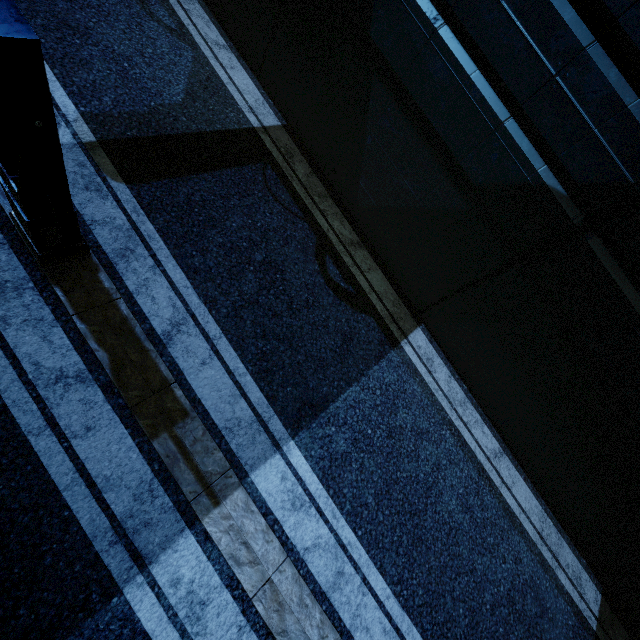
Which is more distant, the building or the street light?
the building

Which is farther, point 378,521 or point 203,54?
point 203,54

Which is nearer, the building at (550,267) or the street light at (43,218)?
the street light at (43,218)
